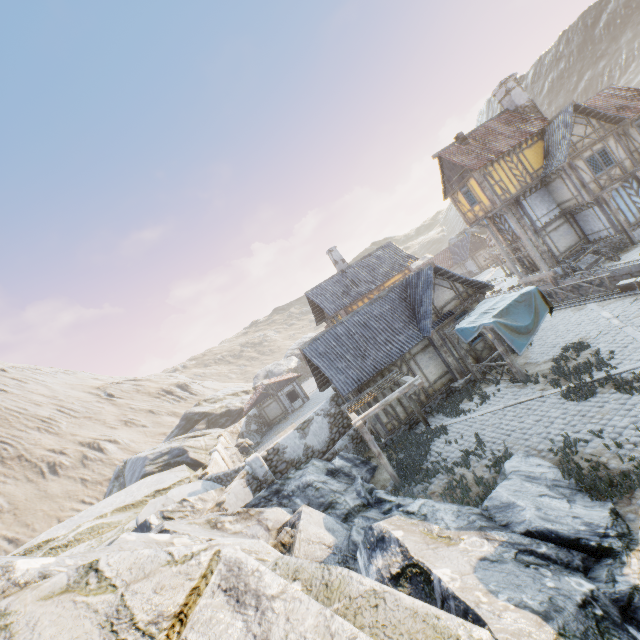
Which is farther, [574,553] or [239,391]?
[239,391]

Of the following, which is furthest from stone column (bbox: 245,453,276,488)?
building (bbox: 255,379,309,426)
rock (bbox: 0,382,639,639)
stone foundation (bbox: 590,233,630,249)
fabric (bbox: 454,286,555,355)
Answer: stone foundation (bbox: 590,233,630,249)

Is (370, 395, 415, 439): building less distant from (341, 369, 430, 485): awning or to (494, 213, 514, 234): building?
(341, 369, 430, 485): awning

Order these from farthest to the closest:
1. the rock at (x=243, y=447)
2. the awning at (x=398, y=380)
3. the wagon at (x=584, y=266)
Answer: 1. the rock at (x=243, y=447)
2. the wagon at (x=584, y=266)
3. the awning at (x=398, y=380)

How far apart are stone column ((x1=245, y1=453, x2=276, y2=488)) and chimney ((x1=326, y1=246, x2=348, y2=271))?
18.5 meters

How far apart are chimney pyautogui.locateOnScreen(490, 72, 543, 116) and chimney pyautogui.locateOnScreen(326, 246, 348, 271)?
16.9m

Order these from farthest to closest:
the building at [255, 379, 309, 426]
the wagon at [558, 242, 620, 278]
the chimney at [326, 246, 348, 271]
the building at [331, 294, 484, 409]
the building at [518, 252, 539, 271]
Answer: the building at [255, 379, 309, 426], the chimney at [326, 246, 348, 271], the building at [518, 252, 539, 271], the wagon at [558, 242, 620, 278], the building at [331, 294, 484, 409]

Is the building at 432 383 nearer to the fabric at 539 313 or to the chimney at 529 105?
the fabric at 539 313
